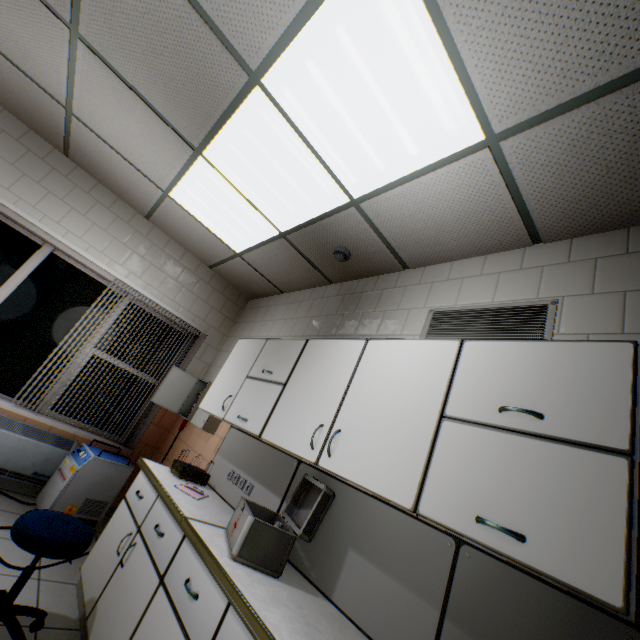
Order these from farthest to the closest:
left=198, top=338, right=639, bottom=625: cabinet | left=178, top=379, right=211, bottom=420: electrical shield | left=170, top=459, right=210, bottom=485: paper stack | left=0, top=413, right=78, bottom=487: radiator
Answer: left=178, top=379, right=211, bottom=420: electrical shield
left=0, top=413, right=78, bottom=487: radiator
left=170, top=459, right=210, bottom=485: paper stack
left=198, top=338, right=639, bottom=625: cabinet

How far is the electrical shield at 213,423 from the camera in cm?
341

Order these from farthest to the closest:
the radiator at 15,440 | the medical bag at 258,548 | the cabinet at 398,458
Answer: the radiator at 15,440 → the medical bag at 258,548 → the cabinet at 398,458

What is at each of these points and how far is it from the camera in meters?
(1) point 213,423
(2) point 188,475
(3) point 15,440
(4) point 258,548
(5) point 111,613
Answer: (1) electrical shield, 3.5 m
(2) paper stack, 2.7 m
(3) radiator, 3.3 m
(4) medical bag, 1.6 m
(5) laboratory table, 1.9 m

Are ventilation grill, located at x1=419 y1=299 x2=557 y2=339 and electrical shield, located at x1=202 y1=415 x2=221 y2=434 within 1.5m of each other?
no

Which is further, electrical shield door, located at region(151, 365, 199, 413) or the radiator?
electrical shield door, located at region(151, 365, 199, 413)

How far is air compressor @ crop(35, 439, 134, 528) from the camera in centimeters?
302cm

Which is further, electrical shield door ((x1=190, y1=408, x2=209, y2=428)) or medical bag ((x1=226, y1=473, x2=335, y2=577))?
electrical shield door ((x1=190, y1=408, x2=209, y2=428))
